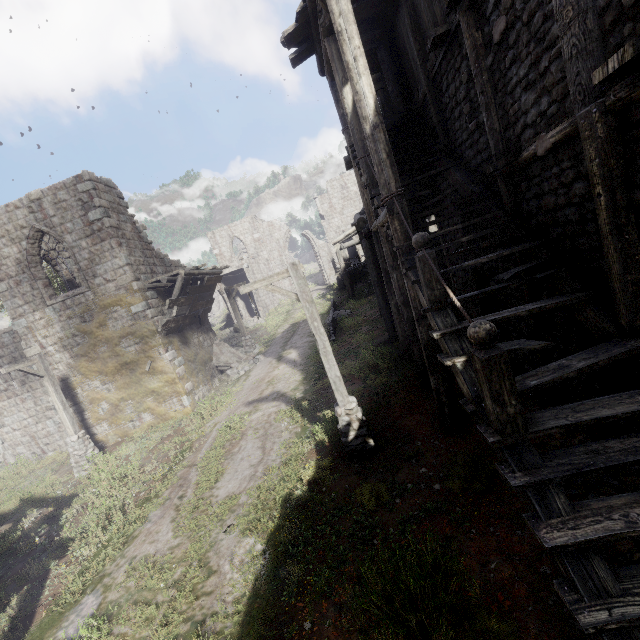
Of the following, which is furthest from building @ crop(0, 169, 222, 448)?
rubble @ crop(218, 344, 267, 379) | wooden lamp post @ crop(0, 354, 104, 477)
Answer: wooden lamp post @ crop(0, 354, 104, 477)

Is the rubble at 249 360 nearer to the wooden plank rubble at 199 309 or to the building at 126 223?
the building at 126 223

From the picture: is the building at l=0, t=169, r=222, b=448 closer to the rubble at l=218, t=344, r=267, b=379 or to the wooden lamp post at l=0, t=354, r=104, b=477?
the rubble at l=218, t=344, r=267, b=379

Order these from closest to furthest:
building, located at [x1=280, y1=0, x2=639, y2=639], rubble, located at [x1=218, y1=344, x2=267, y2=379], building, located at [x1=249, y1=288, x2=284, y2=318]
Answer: building, located at [x1=280, y1=0, x2=639, y2=639] < rubble, located at [x1=218, y1=344, x2=267, y2=379] < building, located at [x1=249, y1=288, x2=284, y2=318]

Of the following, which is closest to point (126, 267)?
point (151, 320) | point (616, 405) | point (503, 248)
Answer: point (151, 320)

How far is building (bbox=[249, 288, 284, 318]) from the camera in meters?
33.1 m

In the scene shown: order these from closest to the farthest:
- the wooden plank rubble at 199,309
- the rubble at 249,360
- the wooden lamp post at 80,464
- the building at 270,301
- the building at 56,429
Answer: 1. the wooden lamp post at 80,464
2. the wooden plank rubble at 199,309
3. the building at 56,429
4. the rubble at 249,360
5. the building at 270,301
